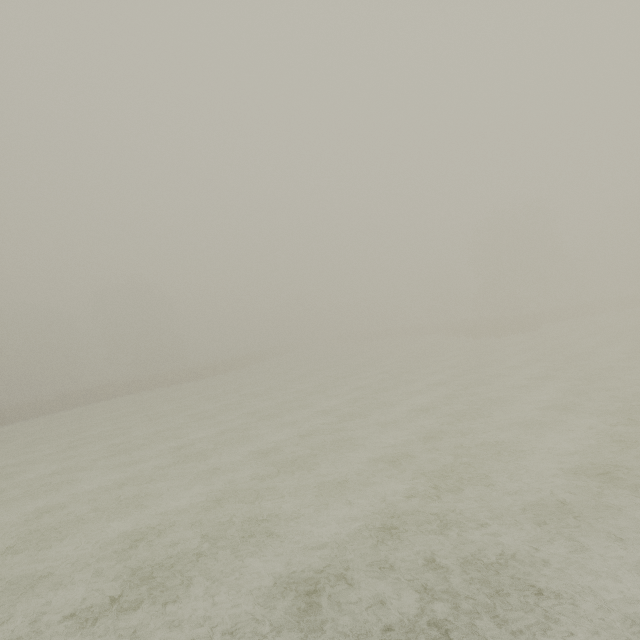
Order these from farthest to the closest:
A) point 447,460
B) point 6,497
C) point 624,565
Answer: point 6,497, point 447,460, point 624,565
